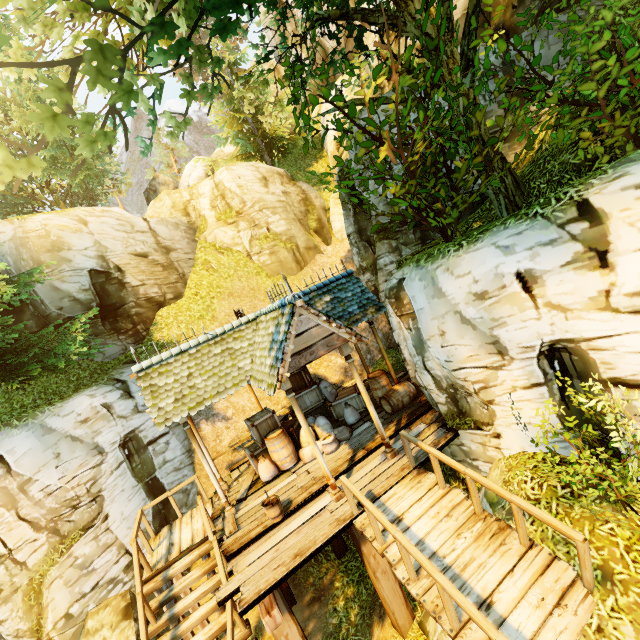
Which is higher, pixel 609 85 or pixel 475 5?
pixel 475 5

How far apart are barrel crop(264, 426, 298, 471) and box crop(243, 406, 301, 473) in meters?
0.1

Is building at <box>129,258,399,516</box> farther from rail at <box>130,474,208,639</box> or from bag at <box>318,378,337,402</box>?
bag at <box>318,378,337,402</box>

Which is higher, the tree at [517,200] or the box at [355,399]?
the tree at [517,200]

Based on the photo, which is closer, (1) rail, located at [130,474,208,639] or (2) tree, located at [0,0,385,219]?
(2) tree, located at [0,0,385,219]

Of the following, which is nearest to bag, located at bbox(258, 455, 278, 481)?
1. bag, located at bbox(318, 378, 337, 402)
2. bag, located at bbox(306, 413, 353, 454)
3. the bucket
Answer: bag, located at bbox(306, 413, 353, 454)

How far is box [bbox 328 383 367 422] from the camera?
10.88m

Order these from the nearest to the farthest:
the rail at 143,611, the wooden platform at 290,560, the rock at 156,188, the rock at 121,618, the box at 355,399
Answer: the wooden platform at 290,560 < the rail at 143,611 < the rock at 121,618 < the box at 355,399 < the rock at 156,188
